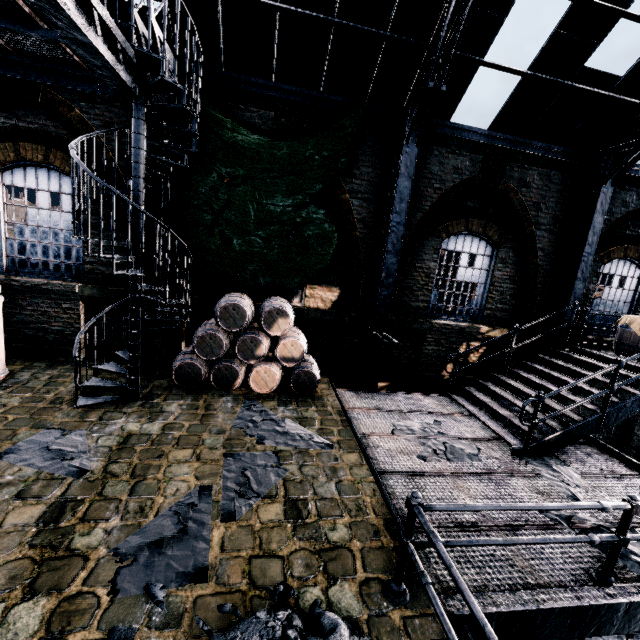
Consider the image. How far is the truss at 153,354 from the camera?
8.12m

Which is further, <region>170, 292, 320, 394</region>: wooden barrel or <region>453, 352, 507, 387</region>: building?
<region>453, 352, 507, 387</region>: building

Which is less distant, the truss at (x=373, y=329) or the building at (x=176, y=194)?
the truss at (x=373, y=329)

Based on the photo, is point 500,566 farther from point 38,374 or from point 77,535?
point 38,374

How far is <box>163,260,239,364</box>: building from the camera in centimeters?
896cm

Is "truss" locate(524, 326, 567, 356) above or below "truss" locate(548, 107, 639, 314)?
below

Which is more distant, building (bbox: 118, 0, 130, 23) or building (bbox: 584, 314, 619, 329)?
building (bbox: 584, 314, 619, 329)

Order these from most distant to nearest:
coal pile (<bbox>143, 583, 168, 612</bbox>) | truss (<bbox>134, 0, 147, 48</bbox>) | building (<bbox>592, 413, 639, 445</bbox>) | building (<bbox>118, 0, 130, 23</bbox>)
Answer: building (<bbox>592, 413, 639, 445</bbox>)
building (<bbox>118, 0, 130, 23</bbox>)
truss (<bbox>134, 0, 147, 48</bbox>)
coal pile (<bbox>143, 583, 168, 612</bbox>)
